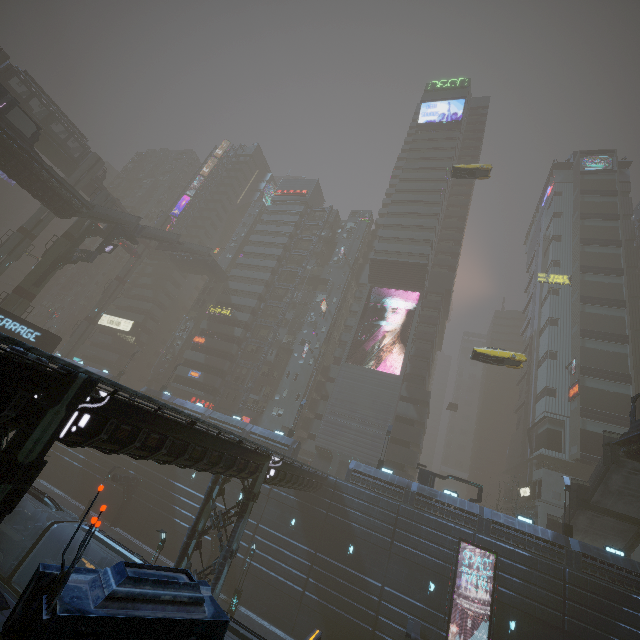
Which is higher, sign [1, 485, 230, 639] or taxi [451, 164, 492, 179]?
taxi [451, 164, 492, 179]

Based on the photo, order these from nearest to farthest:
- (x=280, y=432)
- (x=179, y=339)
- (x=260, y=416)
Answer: (x=280, y=432) → (x=260, y=416) → (x=179, y=339)

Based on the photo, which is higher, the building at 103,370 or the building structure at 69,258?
the building structure at 69,258

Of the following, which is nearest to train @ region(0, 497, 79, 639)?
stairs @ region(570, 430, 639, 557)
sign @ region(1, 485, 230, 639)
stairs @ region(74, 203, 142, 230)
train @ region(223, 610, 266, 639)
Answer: train @ region(223, 610, 266, 639)

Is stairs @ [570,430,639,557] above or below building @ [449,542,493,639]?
above

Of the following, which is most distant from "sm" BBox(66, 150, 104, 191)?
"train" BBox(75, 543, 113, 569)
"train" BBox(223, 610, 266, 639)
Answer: → "train" BBox(223, 610, 266, 639)

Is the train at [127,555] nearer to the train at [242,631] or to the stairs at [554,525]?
the train at [242,631]

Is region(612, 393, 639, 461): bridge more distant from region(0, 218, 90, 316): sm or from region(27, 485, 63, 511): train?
region(0, 218, 90, 316): sm
